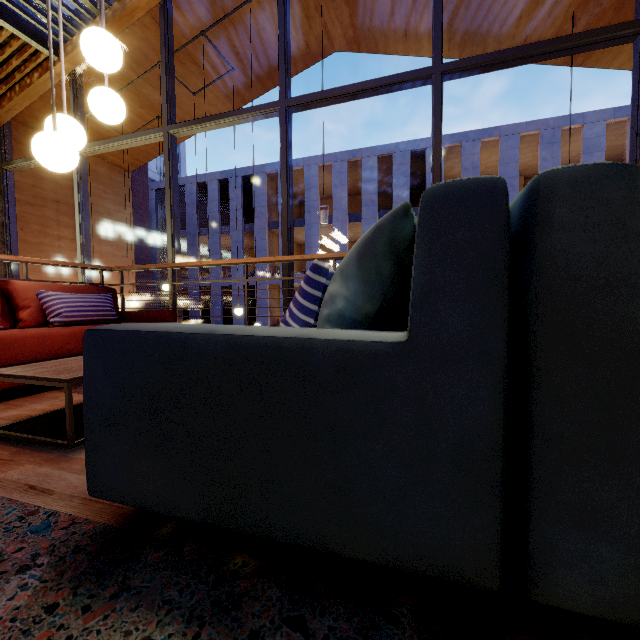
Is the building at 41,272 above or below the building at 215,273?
below

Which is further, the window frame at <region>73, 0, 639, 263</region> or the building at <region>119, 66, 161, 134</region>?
the building at <region>119, 66, 161, 134</region>

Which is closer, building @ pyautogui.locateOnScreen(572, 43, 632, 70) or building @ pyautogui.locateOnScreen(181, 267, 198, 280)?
building @ pyautogui.locateOnScreen(572, 43, 632, 70)

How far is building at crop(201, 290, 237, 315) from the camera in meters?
24.3

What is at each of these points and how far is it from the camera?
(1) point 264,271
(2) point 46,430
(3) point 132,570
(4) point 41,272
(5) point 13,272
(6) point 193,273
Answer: (1) building, 23.4 meters
(2) building, 1.7 meters
(3) building, 0.8 meters
(4) building, 6.9 meters
(5) window frame, 6.4 meters
(6) building, 25.3 meters

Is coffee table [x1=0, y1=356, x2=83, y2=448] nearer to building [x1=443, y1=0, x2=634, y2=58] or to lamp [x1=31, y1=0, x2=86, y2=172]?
lamp [x1=31, y1=0, x2=86, y2=172]

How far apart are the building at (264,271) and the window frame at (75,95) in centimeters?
Answer: 1676cm

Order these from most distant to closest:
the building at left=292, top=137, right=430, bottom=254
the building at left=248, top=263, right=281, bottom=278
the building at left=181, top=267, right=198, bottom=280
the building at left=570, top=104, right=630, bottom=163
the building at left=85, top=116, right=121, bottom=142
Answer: the building at left=181, top=267, right=198, bottom=280
the building at left=248, top=263, right=281, bottom=278
the building at left=292, top=137, right=430, bottom=254
the building at left=570, top=104, right=630, bottom=163
the building at left=85, top=116, right=121, bottom=142
